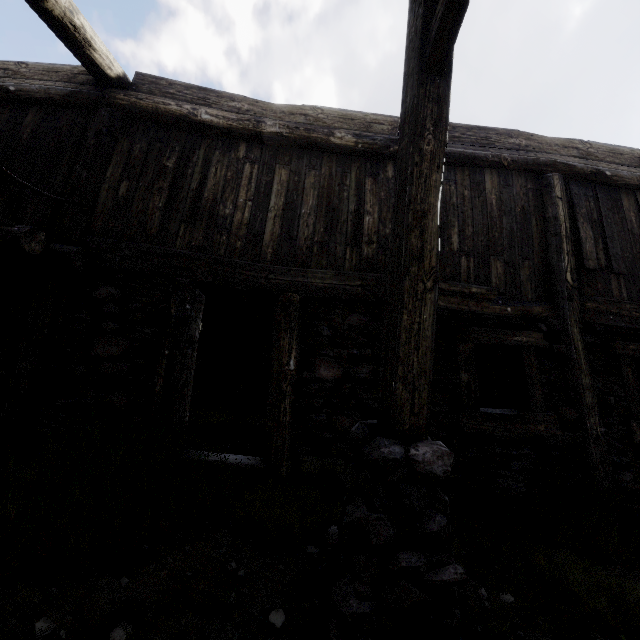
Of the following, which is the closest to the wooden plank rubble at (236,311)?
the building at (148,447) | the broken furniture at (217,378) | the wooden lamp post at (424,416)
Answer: the building at (148,447)

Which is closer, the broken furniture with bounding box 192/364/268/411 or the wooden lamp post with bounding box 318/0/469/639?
the wooden lamp post with bounding box 318/0/469/639

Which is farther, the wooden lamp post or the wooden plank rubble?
the wooden plank rubble

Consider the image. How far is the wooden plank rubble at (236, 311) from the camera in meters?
7.7 m

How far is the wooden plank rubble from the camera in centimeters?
768cm

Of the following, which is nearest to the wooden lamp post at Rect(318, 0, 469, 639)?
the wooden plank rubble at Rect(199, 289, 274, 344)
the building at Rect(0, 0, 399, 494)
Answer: the building at Rect(0, 0, 399, 494)

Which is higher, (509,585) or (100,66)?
(100,66)

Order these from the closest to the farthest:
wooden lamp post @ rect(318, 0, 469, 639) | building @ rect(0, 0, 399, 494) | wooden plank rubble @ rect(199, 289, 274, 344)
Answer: wooden lamp post @ rect(318, 0, 469, 639) → building @ rect(0, 0, 399, 494) → wooden plank rubble @ rect(199, 289, 274, 344)
